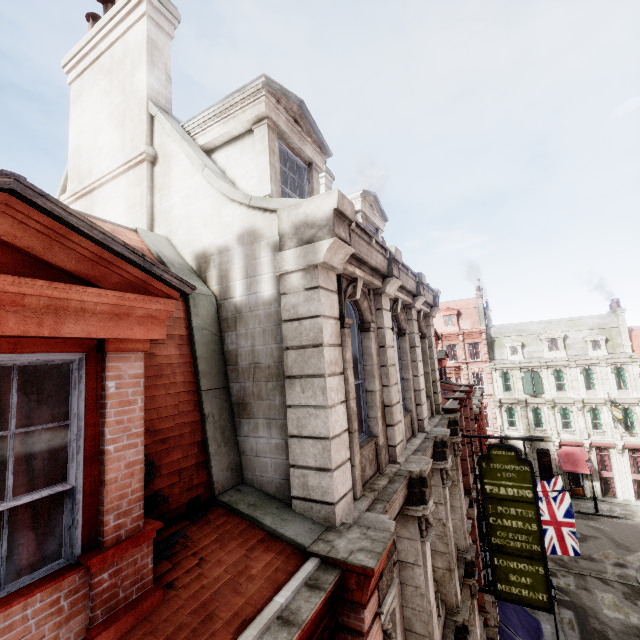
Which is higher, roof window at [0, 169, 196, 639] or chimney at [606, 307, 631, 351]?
chimney at [606, 307, 631, 351]

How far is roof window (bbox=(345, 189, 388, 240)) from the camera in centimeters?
952cm

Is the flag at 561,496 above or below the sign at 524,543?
below

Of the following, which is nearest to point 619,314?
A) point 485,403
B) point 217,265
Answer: point 485,403

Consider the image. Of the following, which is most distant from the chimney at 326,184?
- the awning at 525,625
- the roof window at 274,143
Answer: the awning at 525,625

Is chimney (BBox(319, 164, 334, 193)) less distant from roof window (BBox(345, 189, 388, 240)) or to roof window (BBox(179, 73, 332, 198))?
roof window (BBox(345, 189, 388, 240))

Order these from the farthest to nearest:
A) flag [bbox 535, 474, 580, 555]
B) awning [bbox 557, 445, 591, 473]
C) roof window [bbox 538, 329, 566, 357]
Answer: roof window [bbox 538, 329, 566, 357], awning [bbox 557, 445, 591, 473], flag [bbox 535, 474, 580, 555]

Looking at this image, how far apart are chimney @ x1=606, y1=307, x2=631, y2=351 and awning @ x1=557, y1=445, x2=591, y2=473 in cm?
1054
